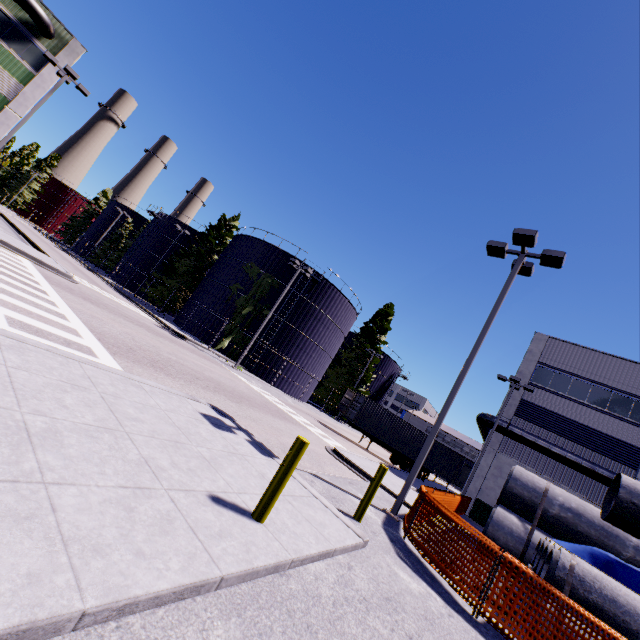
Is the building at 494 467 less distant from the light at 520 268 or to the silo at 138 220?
the silo at 138 220

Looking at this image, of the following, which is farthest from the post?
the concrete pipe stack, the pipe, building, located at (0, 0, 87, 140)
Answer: the pipe

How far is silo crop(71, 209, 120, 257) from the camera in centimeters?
5816cm

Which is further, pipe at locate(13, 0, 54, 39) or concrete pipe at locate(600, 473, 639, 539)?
pipe at locate(13, 0, 54, 39)

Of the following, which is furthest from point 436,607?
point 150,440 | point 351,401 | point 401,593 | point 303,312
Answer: point 303,312

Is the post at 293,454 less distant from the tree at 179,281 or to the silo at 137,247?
the silo at 137,247

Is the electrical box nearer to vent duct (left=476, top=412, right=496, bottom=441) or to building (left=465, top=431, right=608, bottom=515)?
building (left=465, top=431, right=608, bottom=515)

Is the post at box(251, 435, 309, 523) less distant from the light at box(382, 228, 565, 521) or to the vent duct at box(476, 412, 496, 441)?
the light at box(382, 228, 565, 521)
